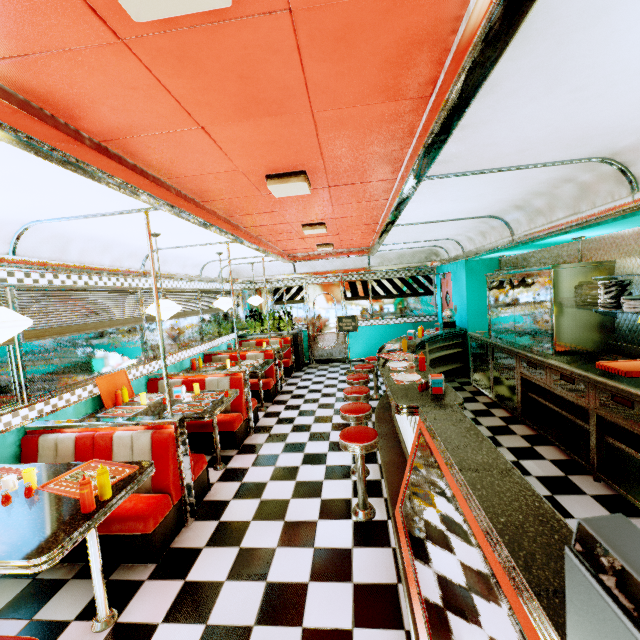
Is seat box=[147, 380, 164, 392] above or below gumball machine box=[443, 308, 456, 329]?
below

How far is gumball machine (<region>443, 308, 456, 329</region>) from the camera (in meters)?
7.16

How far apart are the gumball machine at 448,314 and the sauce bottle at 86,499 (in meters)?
6.66

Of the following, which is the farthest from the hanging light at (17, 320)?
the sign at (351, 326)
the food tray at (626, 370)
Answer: the sign at (351, 326)

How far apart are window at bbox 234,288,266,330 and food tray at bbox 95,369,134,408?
4.70m

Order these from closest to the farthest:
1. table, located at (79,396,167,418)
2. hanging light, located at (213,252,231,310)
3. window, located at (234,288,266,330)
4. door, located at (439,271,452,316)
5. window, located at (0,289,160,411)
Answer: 1. window, located at (0,289,160,411)
2. table, located at (79,396,167,418)
3. hanging light, located at (213,252,231,310)
4. door, located at (439,271,452,316)
5. window, located at (234,288,266,330)

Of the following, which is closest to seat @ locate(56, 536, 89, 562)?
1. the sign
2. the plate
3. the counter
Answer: the counter

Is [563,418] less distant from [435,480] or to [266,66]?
[435,480]
